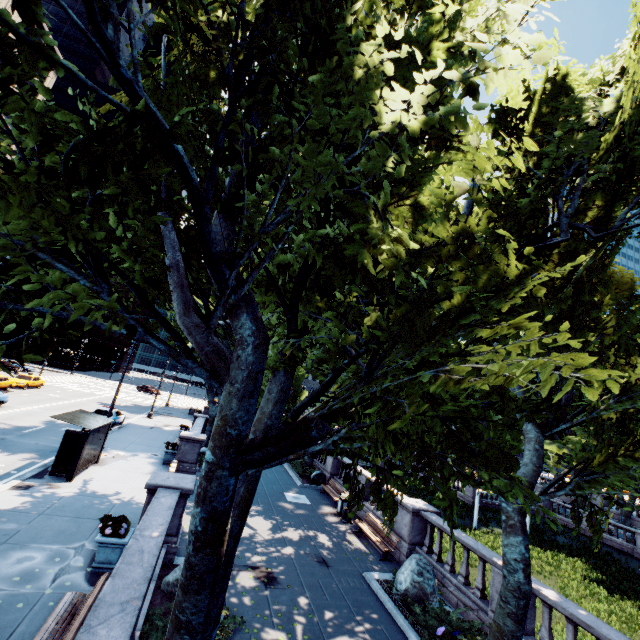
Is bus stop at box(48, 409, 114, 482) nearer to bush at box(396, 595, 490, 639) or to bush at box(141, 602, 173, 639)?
bush at box(141, 602, 173, 639)

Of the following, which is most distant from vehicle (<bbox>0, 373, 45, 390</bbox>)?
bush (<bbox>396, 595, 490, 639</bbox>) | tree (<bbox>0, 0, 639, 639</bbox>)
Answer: bush (<bbox>396, 595, 490, 639</bbox>)

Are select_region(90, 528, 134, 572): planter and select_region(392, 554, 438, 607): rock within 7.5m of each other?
no

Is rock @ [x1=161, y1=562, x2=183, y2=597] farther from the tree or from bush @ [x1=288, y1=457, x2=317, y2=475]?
bush @ [x1=288, y1=457, x2=317, y2=475]

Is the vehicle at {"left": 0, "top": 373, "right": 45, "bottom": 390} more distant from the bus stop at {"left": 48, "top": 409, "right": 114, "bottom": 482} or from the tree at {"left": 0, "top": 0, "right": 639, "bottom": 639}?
the bus stop at {"left": 48, "top": 409, "right": 114, "bottom": 482}

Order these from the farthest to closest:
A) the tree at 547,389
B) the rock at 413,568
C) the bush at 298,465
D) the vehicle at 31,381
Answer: the vehicle at 31,381
the bush at 298,465
the rock at 413,568
the tree at 547,389

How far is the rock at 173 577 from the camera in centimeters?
A: 829cm

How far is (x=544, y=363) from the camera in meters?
2.7 m
